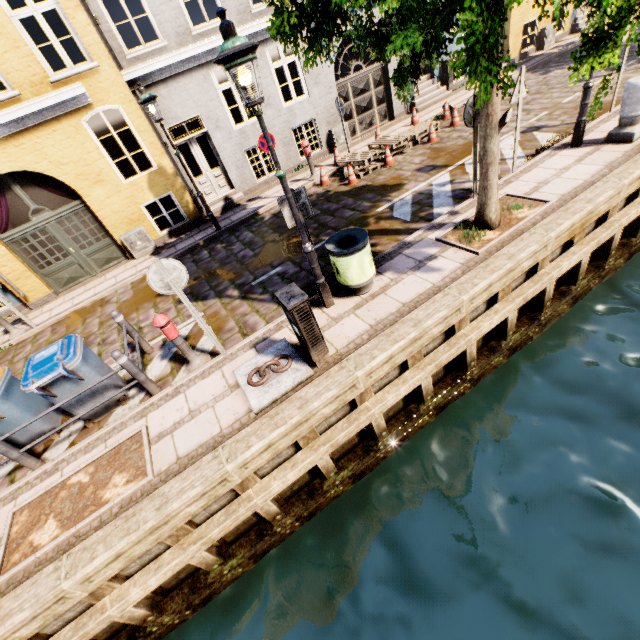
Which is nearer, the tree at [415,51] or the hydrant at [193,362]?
the tree at [415,51]

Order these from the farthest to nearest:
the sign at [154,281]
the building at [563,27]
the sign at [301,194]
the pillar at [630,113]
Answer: the building at [563,27], the pillar at [630,113], the sign at [301,194], the sign at [154,281]

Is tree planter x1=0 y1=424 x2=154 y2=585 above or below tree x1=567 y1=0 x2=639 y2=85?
below

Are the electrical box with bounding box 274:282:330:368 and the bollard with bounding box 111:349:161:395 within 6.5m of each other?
yes

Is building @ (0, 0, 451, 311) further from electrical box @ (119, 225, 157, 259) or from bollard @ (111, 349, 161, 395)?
bollard @ (111, 349, 161, 395)

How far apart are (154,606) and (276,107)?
13.4 meters

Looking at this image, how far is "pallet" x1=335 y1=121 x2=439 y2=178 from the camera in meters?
10.2

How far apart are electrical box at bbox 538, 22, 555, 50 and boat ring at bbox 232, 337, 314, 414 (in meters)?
19.70
